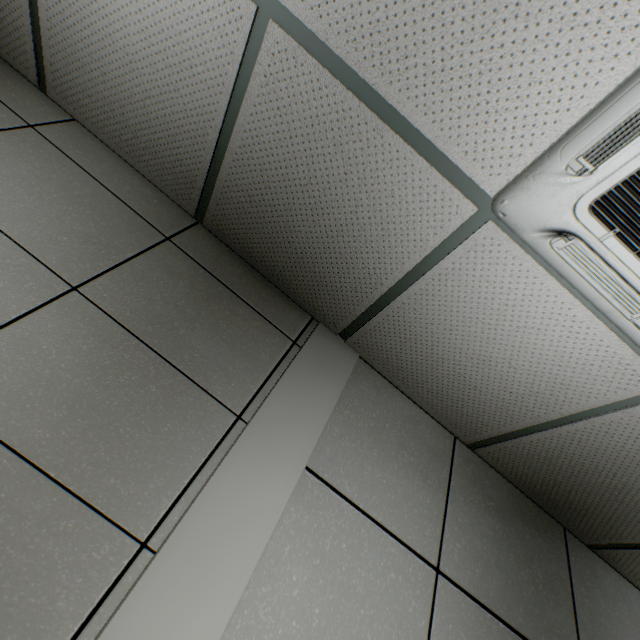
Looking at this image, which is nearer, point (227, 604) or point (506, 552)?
point (227, 604)
